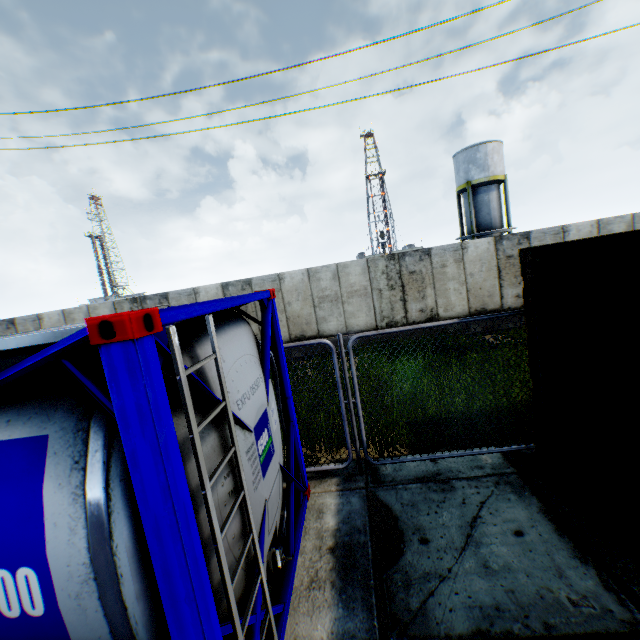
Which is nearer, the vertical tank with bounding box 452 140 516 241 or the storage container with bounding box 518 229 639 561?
the storage container with bounding box 518 229 639 561

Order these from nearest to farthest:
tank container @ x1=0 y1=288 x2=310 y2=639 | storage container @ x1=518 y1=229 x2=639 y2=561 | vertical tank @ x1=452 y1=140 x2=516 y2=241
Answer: tank container @ x1=0 y1=288 x2=310 y2=639, storage container @ x1=518 y1=229 x2=639 y2=561, vertical tank @ x1=452 y1=140 x2=516 y2=241

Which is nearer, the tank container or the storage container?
the tank container

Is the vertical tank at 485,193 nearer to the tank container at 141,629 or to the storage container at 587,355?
the storage container at 587,355

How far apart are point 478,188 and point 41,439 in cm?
3363

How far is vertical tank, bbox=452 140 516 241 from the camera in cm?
2786

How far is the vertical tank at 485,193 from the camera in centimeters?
2786cm

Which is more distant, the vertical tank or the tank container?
the vertical tank
